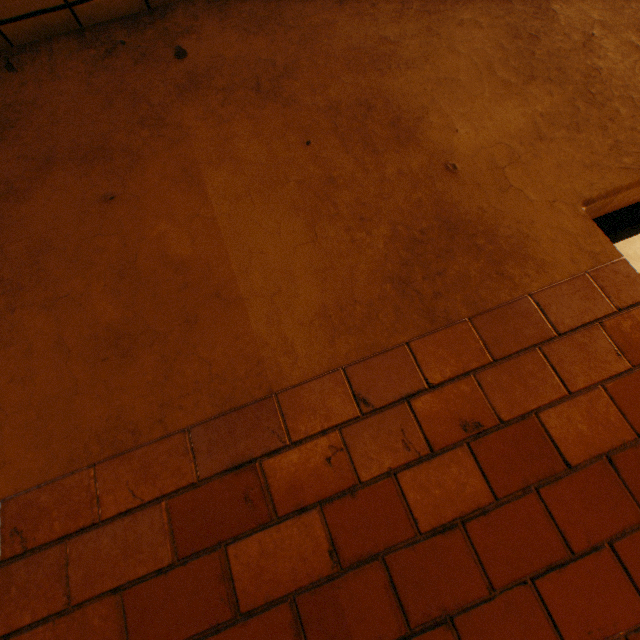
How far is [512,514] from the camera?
0.75m
